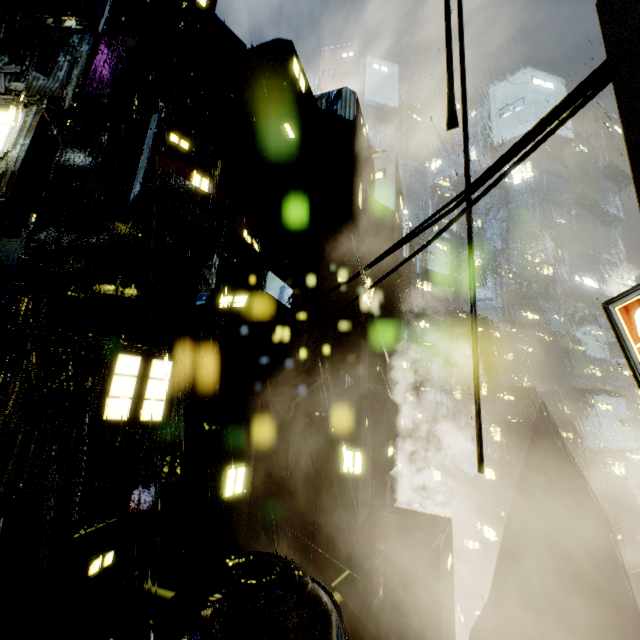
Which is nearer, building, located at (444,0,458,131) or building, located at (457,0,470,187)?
building, located at (457,0,470,187)

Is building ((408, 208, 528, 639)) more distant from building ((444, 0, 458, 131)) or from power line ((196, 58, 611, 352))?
power line ((196, 58, 611, 352))

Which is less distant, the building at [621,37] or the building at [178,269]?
the building at [621,37]

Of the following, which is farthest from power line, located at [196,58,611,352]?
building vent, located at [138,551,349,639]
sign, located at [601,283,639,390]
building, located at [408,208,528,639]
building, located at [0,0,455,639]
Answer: building, located at [408,208,528,639]

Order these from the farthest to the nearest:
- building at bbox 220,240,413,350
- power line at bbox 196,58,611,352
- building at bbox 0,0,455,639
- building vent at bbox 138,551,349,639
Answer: building at bbox 220,240,413,350
building at bbox 0,0,455,639
building vent at bbox 138,551,349,639
power line at bbox 196,58,611,352

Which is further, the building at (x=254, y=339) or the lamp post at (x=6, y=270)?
the building at (x=254, y=339)

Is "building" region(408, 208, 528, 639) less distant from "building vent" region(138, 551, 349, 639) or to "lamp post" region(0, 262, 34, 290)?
"building vent" region(138, 551, 349, 639)

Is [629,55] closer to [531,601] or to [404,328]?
[531,601]
